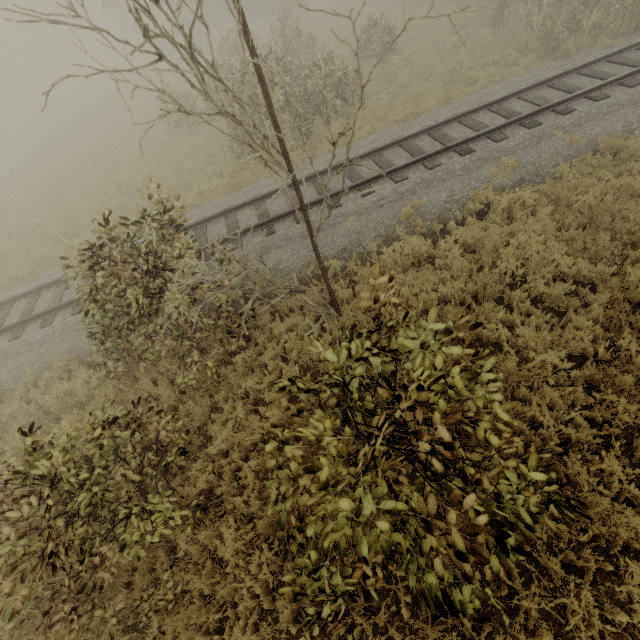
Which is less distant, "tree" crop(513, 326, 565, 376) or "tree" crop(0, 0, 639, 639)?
"tree" crop(0, 0, 639, 639)

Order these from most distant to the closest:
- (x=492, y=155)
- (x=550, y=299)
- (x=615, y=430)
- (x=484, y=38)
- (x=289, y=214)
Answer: (x=484, y=38) → (x=289, y=214) → (x=492, y=155) → (x=550, y=299) → (x=615, y=430)

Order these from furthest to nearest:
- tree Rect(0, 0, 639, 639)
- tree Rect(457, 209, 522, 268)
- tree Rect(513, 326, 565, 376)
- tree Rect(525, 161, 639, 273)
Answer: tree Rect(457, 209, 522, 268) → tree Rect(525, 161, 639, 273) → tree Rect(513, 326, 565, 376) → tree Rect(0, 0, 639, 639)

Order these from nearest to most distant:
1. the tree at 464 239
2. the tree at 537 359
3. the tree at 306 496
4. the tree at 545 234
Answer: the tree at 306 496, the tree at 537 359, the tree at 545 234, the tree at 464 239

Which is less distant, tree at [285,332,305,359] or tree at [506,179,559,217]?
tree at [285,332,305,359]

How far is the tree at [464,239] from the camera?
7.3m
